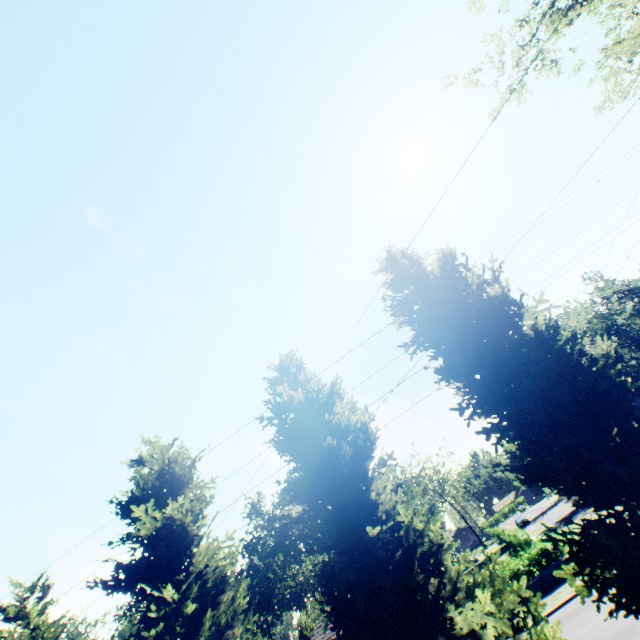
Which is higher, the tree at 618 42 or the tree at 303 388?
the tree at 618 42

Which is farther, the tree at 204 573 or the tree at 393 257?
the tree at 393 257

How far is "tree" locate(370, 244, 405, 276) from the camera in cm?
1146

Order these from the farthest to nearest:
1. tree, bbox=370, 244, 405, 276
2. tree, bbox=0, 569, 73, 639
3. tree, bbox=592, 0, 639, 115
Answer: tree, bbox=592, 0, 639, 115 < tree, bbox=370, 244, 405, 276 < tree, bbox=0, 569, 73, 639

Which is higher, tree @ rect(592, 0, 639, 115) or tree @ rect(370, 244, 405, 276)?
tree @ rect(592, 0, 639, 115)

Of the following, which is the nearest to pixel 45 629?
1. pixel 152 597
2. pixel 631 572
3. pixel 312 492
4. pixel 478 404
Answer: pixel 152 597
